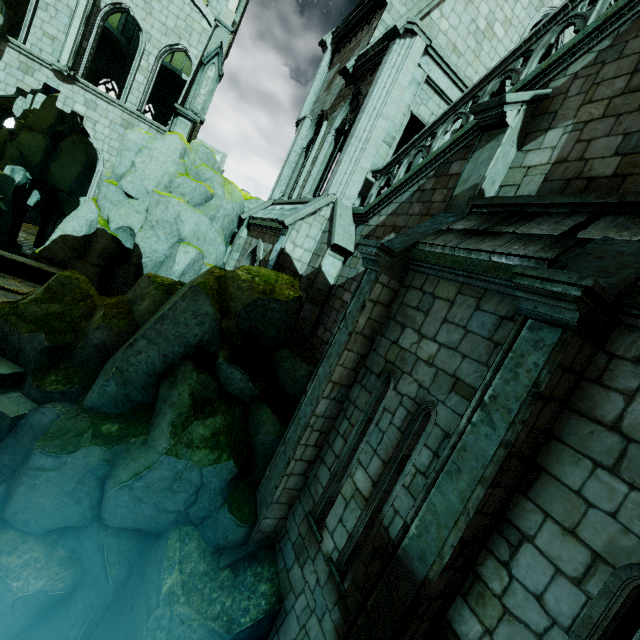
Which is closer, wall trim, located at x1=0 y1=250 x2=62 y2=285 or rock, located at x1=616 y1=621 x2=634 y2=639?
rock, located at x1=616 y1=621 x2=634 y2=639

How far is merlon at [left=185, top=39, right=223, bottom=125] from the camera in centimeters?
1507cm

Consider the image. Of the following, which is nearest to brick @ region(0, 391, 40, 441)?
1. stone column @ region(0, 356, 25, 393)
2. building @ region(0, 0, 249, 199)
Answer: stone column @ region(0, 356, 25, 393)

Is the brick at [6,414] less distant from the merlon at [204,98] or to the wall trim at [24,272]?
the wall trim at [24,272]

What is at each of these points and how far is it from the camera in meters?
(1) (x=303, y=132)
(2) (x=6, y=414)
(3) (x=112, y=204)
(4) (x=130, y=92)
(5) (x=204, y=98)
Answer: (1) building, 15.7 m
(2) brick, 6.5 m
(3) rock, 14.6 m
(4) building, 18.0 m
(5) merlon, 15.6 m

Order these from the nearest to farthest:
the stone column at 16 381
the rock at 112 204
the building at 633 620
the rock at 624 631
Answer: the building at 633 620 < the rock at 112 204 < the stone column at 16 381 < the rock at 624 631

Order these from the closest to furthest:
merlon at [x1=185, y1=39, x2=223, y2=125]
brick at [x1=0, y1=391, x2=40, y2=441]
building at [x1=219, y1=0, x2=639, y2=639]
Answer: building at [x1=219, y1=0, x2=639, y2=639]
brick at [x1=0, y1=391, x2=40, y2=441]
merlon at [x1=185, y1=39, x2=223, y2=125]

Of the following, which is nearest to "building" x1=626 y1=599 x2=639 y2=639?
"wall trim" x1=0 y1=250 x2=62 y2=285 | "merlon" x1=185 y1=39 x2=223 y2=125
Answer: "merlon" x1=185 y1=39 x2=223 y2=125
